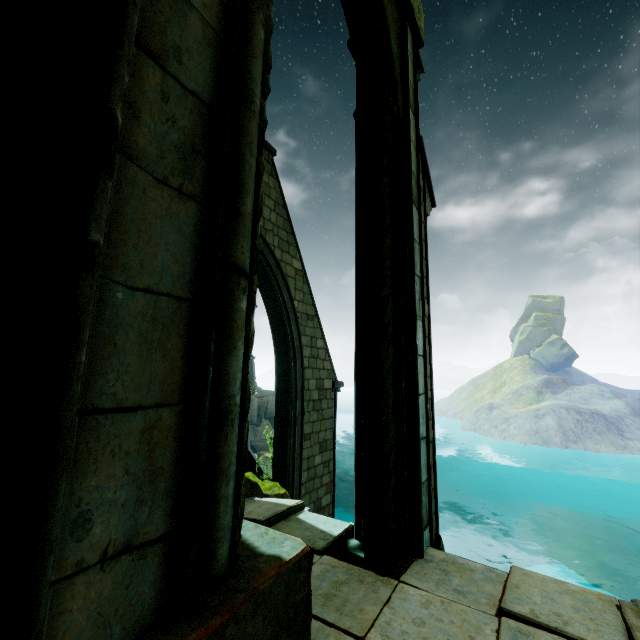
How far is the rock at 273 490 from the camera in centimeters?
499cm

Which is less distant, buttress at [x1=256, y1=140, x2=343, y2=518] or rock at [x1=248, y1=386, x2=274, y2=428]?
buttress at [x1=256, y1=140, x2=343, y2=518]

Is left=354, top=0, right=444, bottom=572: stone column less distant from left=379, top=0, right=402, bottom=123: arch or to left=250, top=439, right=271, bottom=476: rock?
left=379, top=0, right=402, bottom=123: arch

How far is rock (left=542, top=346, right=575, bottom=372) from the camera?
59.0 meters

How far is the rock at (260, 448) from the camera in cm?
1550

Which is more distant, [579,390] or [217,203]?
[579,390]

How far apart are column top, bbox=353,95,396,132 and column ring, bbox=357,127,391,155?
0.01m

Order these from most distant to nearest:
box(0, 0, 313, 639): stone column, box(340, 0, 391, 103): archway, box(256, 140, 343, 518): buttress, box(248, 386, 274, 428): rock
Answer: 1. box(248, 386, 274, 428): rock
2. box(256, 140, 343, 518): buttress
3. box(340, 0, 391, 103): archway
4. box(0, 0, 313, 639): stone column
